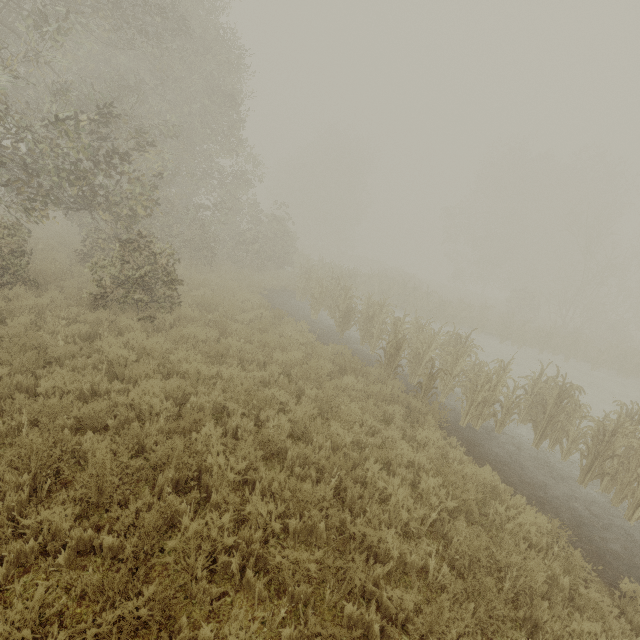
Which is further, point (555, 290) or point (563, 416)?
point (555, 290)
